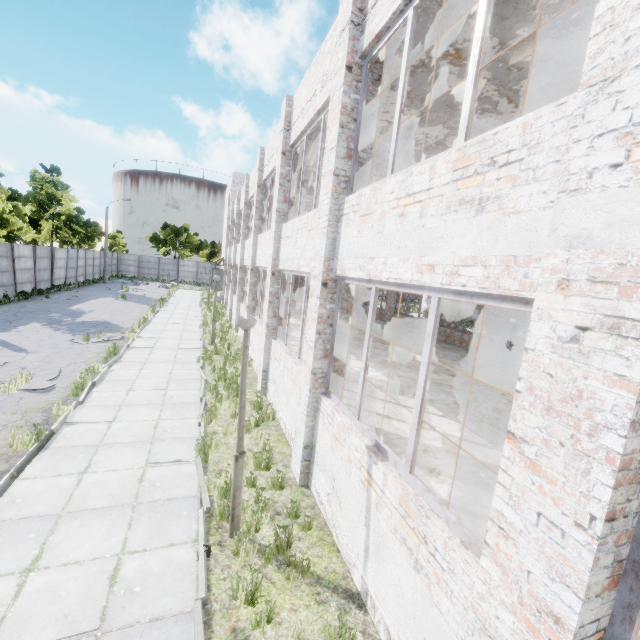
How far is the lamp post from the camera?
4.8m

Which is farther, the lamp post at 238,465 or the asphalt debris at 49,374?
the asphalt debris at 49,374

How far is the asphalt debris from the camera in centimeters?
886cm

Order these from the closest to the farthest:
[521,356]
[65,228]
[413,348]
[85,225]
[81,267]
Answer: [521,356] → [413,348] → [65,228] → [85,225] → [81,267]

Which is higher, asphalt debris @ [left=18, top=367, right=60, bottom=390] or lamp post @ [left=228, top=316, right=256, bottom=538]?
lamp post @ [left=228, top=316, right=256, bottom=538]

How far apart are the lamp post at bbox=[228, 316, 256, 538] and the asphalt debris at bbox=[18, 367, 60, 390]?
7.5 meters

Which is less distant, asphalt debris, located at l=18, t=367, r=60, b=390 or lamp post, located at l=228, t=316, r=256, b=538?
lamp post, located at l=228, t=316, r=256, b=538

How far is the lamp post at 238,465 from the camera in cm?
477
